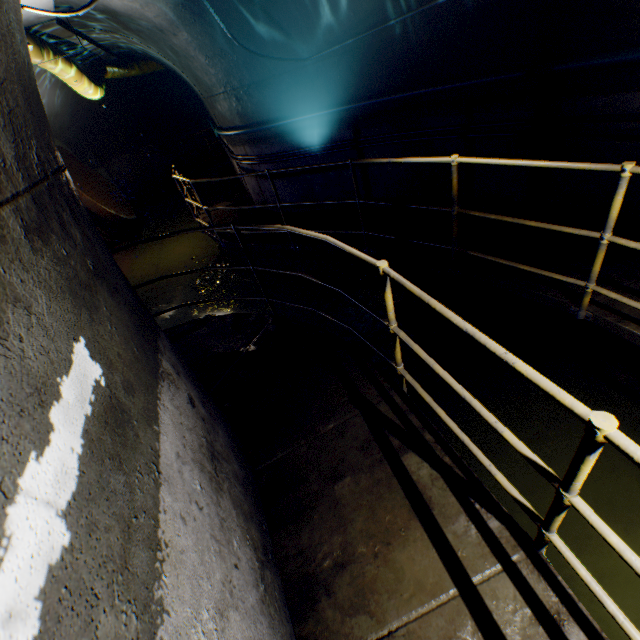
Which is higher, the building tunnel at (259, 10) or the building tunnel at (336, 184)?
the building tunnel at (259, 10)

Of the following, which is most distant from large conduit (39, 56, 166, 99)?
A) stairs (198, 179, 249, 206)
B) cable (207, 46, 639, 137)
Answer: stairs (198, 179, 249, 206)

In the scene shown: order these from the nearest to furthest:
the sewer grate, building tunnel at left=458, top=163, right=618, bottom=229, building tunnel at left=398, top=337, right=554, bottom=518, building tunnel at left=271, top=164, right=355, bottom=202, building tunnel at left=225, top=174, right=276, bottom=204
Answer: building tunnel at left=398, top=337, right=554, bottom=518 → building tunnel at left=458, top=163, right=618, bottom=229 → building tunnel at left=271, top=164, right=355, bottom=202 → building tunnel at left=225, top=174, right=276, bottom=204 → the sewer grate

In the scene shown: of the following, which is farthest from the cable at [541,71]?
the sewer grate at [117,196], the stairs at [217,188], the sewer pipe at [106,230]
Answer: the sewer grate at [117,196]

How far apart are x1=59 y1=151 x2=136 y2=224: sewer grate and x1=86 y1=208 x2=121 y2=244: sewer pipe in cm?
0

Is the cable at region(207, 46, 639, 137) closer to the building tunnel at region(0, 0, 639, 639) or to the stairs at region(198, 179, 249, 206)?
the building tunnel at region(0, 0, 639, 639)

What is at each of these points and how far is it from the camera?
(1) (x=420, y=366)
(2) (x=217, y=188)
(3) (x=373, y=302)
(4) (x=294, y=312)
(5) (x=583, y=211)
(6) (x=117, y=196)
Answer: (1) building tunnel, 4.10m
(2) stairs, 12.06m
(3) building tunnel, 5.34m
(4) building tunnel, 5.71m
(5) building tunnel, 3.68m
(6) sewer grate, 10.34m

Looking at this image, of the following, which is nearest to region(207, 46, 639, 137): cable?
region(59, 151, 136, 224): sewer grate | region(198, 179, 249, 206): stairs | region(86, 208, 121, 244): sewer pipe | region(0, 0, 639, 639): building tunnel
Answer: region(0, 0, 639, 639): building tunnel
